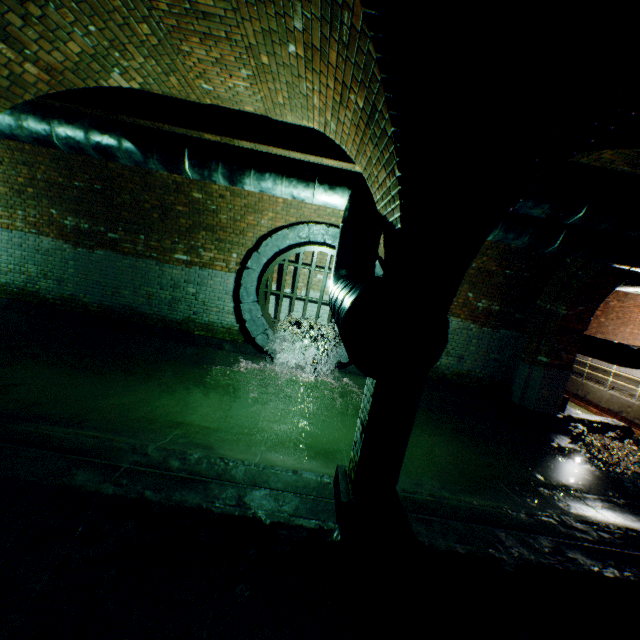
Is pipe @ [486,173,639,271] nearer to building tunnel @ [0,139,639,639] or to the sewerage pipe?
building tunnel @ [0,139,639,639]

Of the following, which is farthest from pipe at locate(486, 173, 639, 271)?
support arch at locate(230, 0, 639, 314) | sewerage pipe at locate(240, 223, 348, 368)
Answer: sewerage pipe at locate(240, 223, 348, 368)

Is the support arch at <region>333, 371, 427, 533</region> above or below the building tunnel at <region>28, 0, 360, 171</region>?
below

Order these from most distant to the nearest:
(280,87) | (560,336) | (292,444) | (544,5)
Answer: (560,336) → (292,444) → (280,87) → (544,5)

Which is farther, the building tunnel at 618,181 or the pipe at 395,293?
the building tunnel at 618,181

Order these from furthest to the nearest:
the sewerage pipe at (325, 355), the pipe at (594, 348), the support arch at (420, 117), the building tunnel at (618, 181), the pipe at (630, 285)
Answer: the pipe at (630, 285), the pipe at (594, 348), the sewerage pipe at (325, 355), the building tunnel at (618, 181), the support arch at (420, 117)

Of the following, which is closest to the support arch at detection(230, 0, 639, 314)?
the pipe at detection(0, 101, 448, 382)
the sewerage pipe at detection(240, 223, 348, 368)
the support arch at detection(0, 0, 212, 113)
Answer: the pipe at detection(0, 101, 448, 382)

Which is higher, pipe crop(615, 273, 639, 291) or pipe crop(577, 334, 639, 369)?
pipe crop(615, 273, 639, 291)
